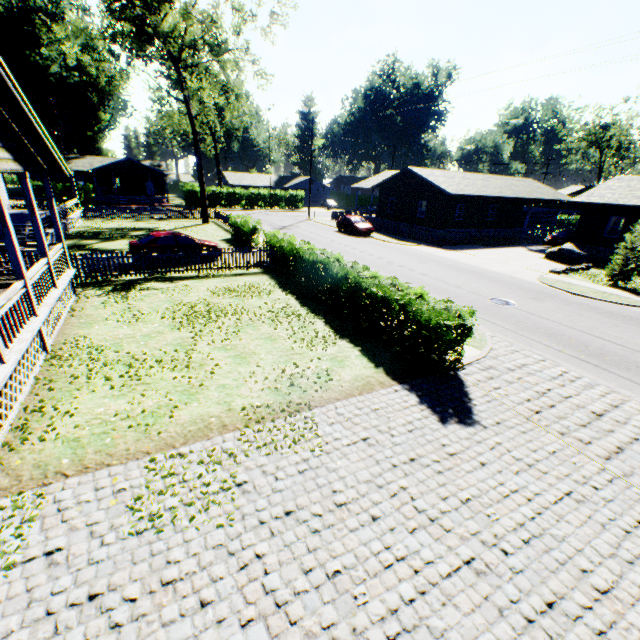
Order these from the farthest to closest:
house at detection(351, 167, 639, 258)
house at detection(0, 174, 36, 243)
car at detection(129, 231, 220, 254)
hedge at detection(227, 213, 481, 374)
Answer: house at detection(351, 167, 639, 258), house at detection(0, 174, 36, 243), car at detection(129, 231, 220, 254), hedge at detection(227, 213, 481, 374)

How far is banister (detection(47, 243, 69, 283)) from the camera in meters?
10.7 m

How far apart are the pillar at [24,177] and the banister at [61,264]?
0.0m

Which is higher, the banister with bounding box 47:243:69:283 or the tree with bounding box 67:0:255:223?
the tree with bounding box 67:0:255:223

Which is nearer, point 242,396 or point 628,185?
point 242,396

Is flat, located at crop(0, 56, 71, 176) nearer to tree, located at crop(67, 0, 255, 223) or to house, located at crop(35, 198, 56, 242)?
house, located at crop(35, 198, 56, 242)

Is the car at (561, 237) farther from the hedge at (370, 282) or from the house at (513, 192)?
the hedge at (370, 282)

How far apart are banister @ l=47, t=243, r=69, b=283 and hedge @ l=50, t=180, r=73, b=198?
41.06m
